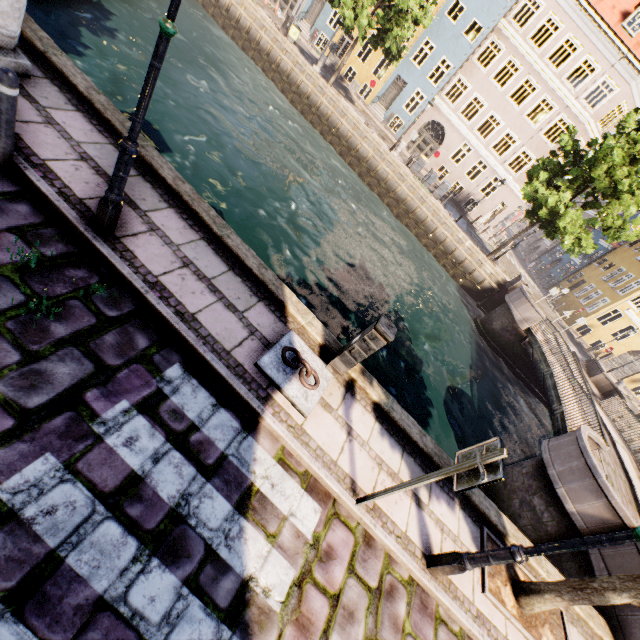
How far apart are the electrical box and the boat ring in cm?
4

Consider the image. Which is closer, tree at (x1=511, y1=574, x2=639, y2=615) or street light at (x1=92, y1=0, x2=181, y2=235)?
street light at (x1=92, y1=0, x2=181, y2=235)

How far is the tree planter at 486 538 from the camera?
5.0m

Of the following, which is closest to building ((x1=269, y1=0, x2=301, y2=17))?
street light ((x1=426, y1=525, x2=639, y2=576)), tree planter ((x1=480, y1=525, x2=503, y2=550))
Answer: tree planter ((x1=480, y1=525, x2=503, y2=550))

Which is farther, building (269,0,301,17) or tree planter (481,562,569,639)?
building (269,0,301,17)

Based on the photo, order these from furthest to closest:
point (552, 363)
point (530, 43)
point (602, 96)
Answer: point (602, 96), point (530, 43), point (552, 363)

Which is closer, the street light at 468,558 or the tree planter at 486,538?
the street light at 468,558

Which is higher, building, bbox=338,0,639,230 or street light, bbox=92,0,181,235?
building, bbox=338,0,639,230
